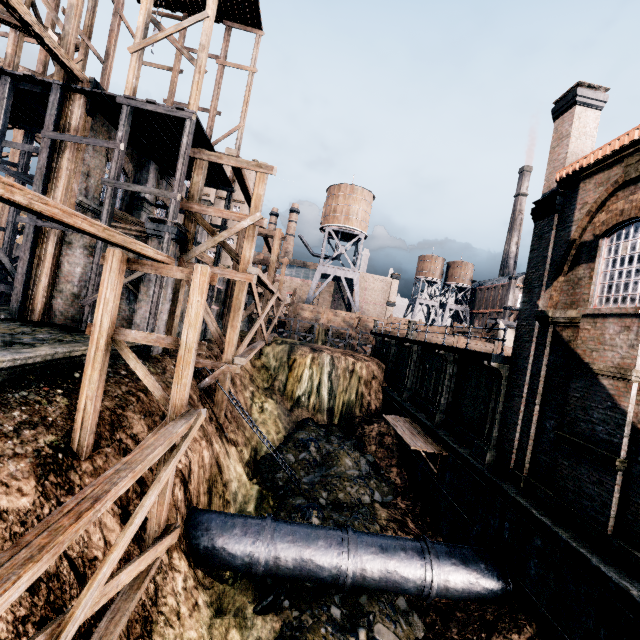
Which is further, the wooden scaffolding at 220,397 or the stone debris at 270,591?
the wooden scaffolding at 220,397

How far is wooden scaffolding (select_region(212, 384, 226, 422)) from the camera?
16.67m

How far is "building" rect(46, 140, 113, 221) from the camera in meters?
14.9 m

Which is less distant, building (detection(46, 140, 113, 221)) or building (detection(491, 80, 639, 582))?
building (detection(491, 80, 639, 582))

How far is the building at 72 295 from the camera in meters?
14.8 m

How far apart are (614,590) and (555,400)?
5.46m

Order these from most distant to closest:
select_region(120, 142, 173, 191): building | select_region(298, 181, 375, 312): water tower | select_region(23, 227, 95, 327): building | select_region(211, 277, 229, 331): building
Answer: select_region(298, 181, 375, 312): water tower, select_region(211, 277, 229, 331): building, select_region(120, 142, 173, 191): building, select_region(23, 227, 95, 327): building
